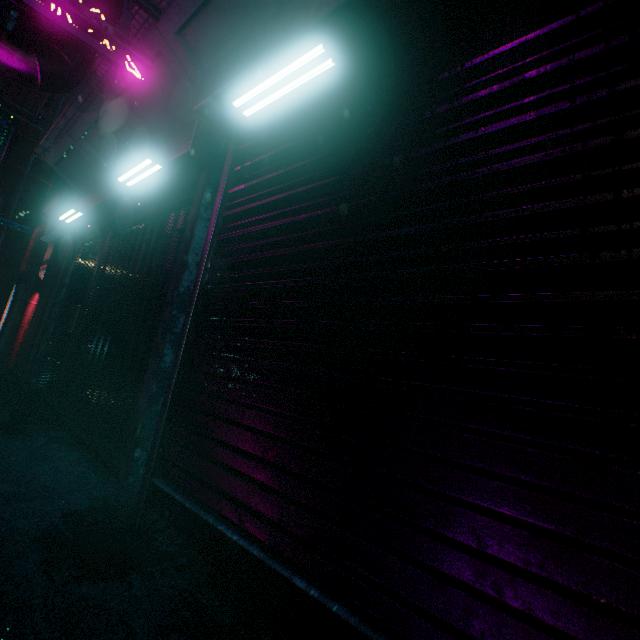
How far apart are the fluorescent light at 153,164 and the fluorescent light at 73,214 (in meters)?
1.45

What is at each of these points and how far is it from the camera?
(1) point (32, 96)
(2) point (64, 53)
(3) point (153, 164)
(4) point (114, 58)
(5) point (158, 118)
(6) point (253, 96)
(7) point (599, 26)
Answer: (1) air conditioner, 3.5m
(2) air duct, 2.8m
(3) fluorescent light, 2.7m
(4) sign, 1.8m
(5) building support, 3.2m
(6) fluorescent light, 1.8m
(7) rolling door, 1.0m

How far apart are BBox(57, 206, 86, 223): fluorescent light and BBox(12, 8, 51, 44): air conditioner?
1.03m

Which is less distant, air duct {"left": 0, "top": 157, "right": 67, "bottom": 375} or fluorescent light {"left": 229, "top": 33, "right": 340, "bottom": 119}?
fluorescent light {"left": 229, "top": 33, "right": 340, "bottom": 119}

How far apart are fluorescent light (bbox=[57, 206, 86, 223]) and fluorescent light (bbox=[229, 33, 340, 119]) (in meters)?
3.24

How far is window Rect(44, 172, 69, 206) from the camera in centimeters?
663cm

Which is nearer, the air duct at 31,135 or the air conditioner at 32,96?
the air conditioner at 32,96

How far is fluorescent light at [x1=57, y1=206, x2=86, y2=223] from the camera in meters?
4.0 m
